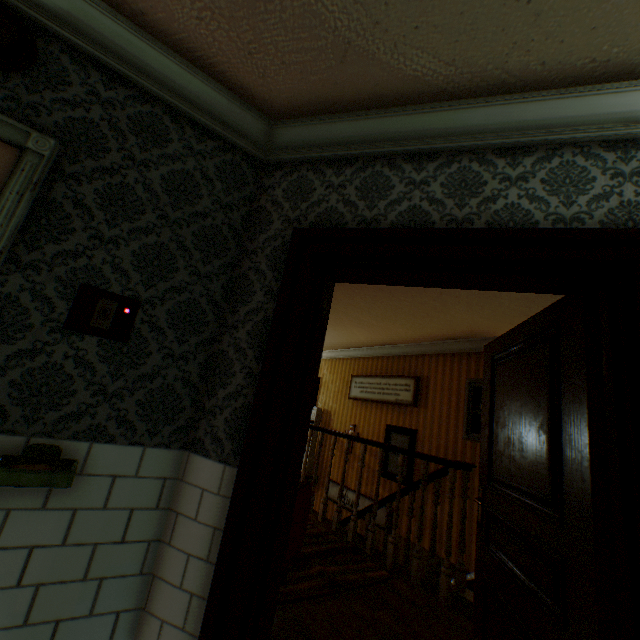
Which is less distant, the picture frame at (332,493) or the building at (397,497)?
the building at (397,497)

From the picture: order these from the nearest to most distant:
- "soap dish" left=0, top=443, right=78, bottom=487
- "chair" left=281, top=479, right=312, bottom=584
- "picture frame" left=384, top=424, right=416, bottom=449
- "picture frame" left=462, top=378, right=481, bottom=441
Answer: "soap dish" left=0, top=443, right=78, bottom=487 → "chair" left=281, top=479, right=312, bottom=584 → "picture frame" left=462, top=378, right=481, bottom=441 → "picture frame" left=384, top=424, right=416, bottom=449

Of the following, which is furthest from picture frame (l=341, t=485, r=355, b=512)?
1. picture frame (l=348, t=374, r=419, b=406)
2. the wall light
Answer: the wall light

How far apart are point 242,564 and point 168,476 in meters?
0.5

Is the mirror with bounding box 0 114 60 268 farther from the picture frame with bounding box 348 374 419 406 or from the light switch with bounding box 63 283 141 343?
the picture frame with bounding box 348 374 419 406

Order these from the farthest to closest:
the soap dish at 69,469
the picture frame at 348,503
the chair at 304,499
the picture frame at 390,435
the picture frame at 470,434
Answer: the picture frame at 348,503 → the picture frame at 390,435 → the picture frame at 470,434 → the chair at 304,499 → the soap dish at 69,469

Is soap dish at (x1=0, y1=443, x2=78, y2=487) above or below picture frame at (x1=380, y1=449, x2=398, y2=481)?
above

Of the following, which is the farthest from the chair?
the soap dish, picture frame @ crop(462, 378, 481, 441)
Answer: picture frame @ crop(462, 378, 481, 441)
